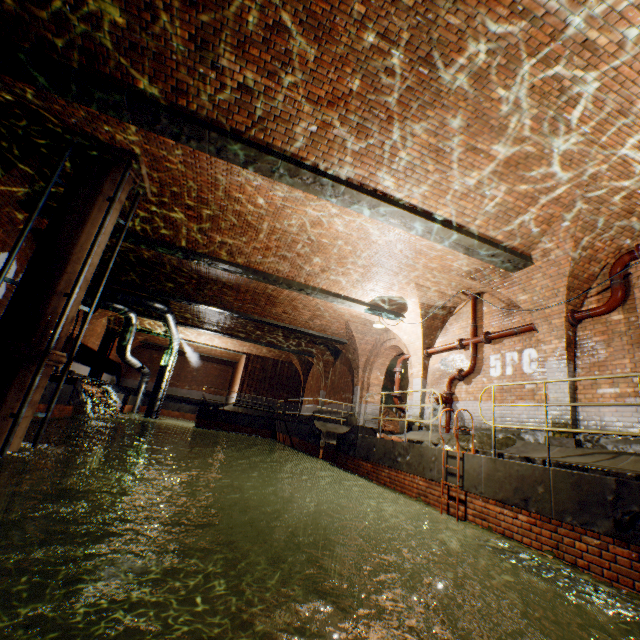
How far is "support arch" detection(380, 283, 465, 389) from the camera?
10.6 meters

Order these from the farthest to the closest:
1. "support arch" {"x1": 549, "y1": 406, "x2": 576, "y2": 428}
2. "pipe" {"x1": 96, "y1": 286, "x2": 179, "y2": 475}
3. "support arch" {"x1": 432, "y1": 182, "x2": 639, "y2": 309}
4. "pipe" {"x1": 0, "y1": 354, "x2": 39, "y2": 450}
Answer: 1. "pipe" {"x1": 96, "y1": 286, "x2": 179, "y2": 475}
2. "support arch" {"x1": 549, "y1": 406, "x2": 576, "y2": 428}
3. "support arch" {"x1": 432, "y1": 182, "x2": 639, "y2": 309}
4. "pipe" {"x1": 0, "y1": 354, "x2": 39, "y2": 450}

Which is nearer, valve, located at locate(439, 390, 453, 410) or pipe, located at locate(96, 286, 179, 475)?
valve, located at locate(439, 390, 453, 410)

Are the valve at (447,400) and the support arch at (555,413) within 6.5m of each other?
yes

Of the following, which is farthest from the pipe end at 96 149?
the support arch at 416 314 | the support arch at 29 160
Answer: the support arch at 416 314

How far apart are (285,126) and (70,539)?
14.7m

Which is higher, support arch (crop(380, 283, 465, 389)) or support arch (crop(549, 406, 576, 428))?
support arch (crop(380, 283, 465, 389))

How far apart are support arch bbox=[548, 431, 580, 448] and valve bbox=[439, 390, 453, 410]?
3.0m
